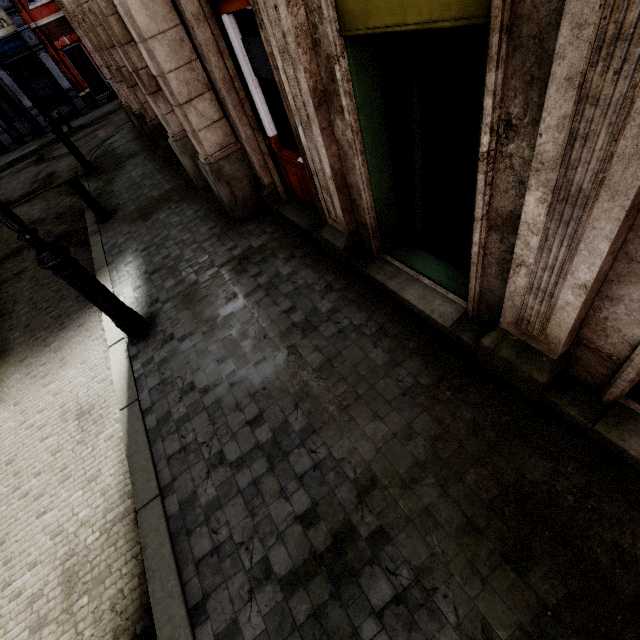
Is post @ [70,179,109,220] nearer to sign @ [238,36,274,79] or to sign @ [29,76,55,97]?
sign @ [238,36,274,79]

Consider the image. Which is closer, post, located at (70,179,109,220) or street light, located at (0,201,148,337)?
street light, located at (0,201,148,337)

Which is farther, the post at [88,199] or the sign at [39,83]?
the sign at [39,83]

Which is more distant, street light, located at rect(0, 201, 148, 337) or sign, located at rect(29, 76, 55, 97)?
sign, located at rect(29, 76, 55, 97)

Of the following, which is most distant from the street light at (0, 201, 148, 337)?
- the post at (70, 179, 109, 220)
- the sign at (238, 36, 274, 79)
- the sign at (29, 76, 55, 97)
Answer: the sign at (29, 76, 55, 97)

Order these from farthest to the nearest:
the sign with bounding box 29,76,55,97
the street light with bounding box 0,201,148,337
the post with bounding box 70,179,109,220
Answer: the sign with bounding box 29,76,55,97, the post with bounding box 70,179,109,220, the street light with bounding box 0,201,148,337

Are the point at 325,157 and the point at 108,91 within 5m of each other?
no

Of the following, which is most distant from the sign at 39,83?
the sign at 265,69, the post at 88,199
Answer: the sign at 265,69
